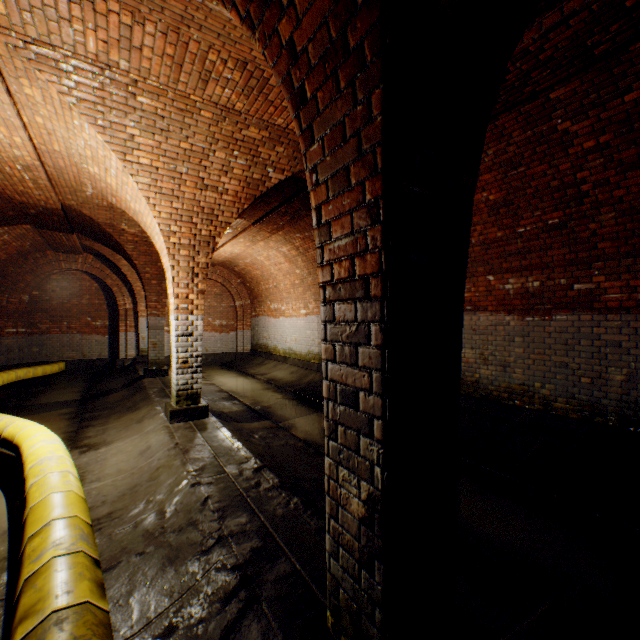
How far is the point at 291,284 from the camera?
12.1 meters

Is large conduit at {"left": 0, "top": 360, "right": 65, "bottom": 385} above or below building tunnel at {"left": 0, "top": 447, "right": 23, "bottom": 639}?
above

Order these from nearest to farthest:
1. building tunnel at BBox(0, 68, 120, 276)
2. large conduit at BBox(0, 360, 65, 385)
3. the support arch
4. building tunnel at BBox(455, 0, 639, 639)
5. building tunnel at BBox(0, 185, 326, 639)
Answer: the support arch < building tunnel at BBox(0, 185, 326, 639) < building tunnel at BBox(455, 0, 639, 639) < building tunnel at BBox(0, 68, 120, 276) < large conduit at BBox(0, 360, 65, 385)

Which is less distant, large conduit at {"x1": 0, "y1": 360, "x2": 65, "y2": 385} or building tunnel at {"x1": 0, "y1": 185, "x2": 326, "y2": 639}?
building tunnel at {"x1": 0, "y1": 185, "x2": 326, "y2": 639}

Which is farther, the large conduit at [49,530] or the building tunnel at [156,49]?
the building tunnel at [156,49]

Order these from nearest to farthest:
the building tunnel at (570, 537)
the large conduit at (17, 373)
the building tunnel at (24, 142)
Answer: the building tunnel at (570, 537) < the building tunnel at (24, 142) < the large conduit at (17, 373)

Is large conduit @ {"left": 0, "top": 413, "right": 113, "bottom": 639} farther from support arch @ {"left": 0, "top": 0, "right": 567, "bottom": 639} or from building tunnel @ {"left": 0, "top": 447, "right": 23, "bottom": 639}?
support arch @ {"left": 0, "top": 0, "right": 567, "bottom": 639}
